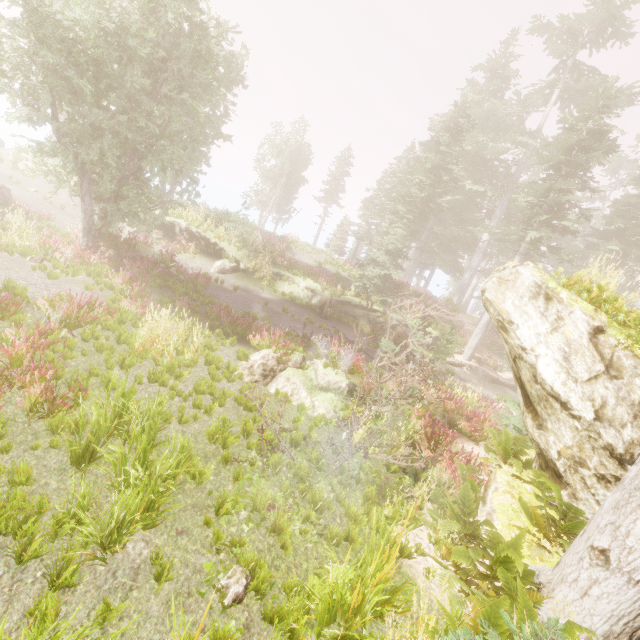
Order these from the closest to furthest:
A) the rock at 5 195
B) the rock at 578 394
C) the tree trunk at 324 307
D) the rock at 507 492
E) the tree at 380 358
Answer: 1. the rock at 578 394
2. the rock at 507 492
3. the tree at 380 358
4. the rock at 5 195
5. the tree trunk at 324 307

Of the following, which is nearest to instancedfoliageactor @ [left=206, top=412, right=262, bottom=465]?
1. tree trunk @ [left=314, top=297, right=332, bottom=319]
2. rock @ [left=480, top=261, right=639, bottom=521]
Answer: rock @ [left=480, top=261, right=639, bottom=521]

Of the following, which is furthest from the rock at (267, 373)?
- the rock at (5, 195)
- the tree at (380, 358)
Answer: the rock at (5, 195)

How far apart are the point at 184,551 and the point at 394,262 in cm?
1935

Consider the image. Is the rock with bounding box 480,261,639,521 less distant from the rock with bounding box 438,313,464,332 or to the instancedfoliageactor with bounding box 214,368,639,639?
the instancedfoliageactor with bounding box 214,368,639,639

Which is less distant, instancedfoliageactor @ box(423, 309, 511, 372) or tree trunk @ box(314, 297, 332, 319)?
instancedfoliageactor @ box(423, 309, 511, 372)

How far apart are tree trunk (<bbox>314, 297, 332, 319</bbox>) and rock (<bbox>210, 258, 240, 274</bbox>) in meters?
5.5 m
